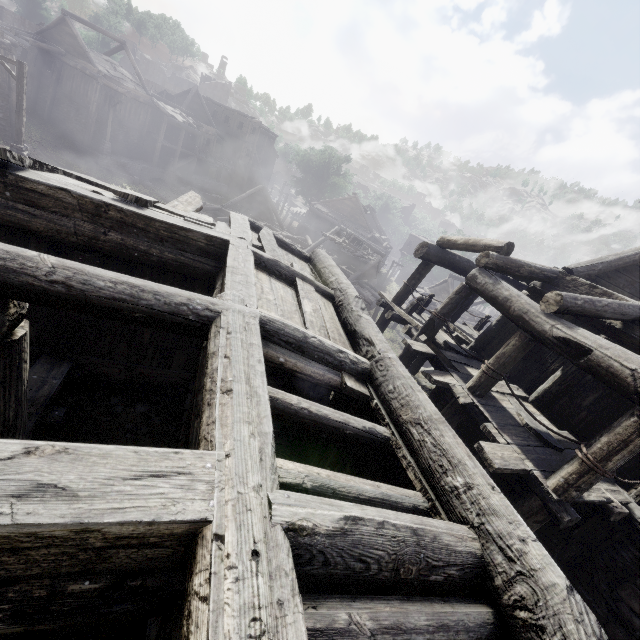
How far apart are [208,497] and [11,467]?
0.8 meters

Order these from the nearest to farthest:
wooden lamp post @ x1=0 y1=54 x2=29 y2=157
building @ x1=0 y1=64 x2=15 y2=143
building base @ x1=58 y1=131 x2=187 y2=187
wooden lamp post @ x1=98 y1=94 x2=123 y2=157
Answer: wooden lamp post @ x1=0 y1=54 x2=29 y2=157, building @ x1=0 y1=64 x2=15 y2=143, wooden lamp post @ x1=98 y1=94 x2=123 y2=157, building base @ x1=58 y1=131 x2=187 y2=187

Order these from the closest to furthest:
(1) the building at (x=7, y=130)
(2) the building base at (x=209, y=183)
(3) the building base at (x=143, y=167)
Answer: (1) the building at (x=7, y=130) → (3) the building base at (x=143, y=167) → (2) the building base at (x=209, y=183)

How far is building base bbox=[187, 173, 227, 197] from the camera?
37.1m

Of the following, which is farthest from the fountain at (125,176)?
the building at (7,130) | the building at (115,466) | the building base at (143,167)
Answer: the building at (115,466)

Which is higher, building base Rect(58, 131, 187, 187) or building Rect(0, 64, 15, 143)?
building Rect(0, 64, 15, 143)

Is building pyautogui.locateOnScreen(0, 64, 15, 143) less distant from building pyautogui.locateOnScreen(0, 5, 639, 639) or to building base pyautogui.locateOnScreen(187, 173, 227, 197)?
building base pyautogui.locateOnScreen(187, 173, 227, 197)
